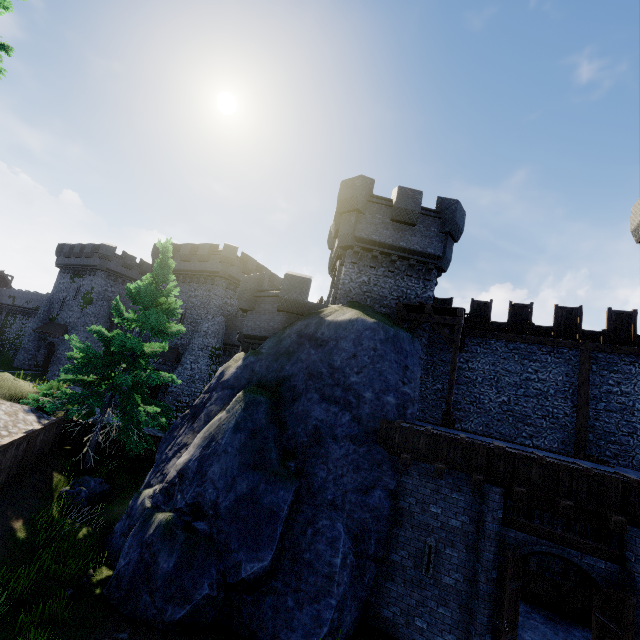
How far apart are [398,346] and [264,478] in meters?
6.7 m

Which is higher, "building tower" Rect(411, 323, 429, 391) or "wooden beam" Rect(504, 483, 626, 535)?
"building tower" Rect(411, 323, 429, 391)

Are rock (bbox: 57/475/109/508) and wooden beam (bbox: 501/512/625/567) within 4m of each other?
no

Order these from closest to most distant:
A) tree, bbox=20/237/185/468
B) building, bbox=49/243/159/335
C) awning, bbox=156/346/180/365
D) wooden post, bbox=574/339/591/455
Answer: tree, bbox=20/237/185/468 → wooden post, bbox=574/339/591/455 → awning, bbox=156/346/180/365 → building, bbox=49/243/159/335

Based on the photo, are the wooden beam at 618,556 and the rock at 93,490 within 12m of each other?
no

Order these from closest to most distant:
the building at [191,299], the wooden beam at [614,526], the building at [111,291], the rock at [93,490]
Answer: the wooden beam at [614,526] < the rock at [93,490] < the building at [191,299] < the building at [111,291]

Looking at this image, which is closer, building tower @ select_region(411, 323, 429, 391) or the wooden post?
the wooden post

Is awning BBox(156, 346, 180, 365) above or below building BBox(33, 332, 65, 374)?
above
